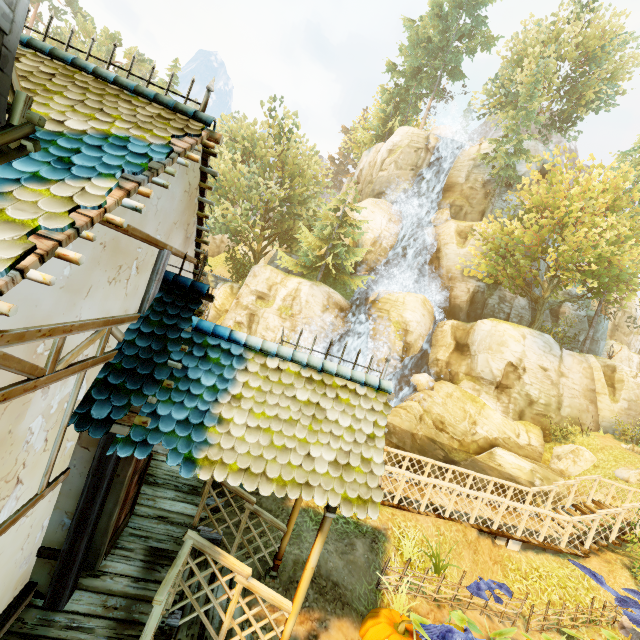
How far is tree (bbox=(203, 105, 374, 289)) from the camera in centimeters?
2778cm

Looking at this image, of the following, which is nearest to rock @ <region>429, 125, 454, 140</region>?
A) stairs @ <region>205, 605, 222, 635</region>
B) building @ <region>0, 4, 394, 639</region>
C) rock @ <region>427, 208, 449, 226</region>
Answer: rock @ <region>427, 208, 449, 226</region>

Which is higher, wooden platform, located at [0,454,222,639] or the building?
the building

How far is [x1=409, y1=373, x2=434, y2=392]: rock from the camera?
25.22m

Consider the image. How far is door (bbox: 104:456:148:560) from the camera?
4.7 meters

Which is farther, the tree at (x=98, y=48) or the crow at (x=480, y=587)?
the tree at (x=98, y=48)

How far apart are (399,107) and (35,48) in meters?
45.5

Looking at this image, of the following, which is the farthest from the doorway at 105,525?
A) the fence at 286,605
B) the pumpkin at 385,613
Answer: the pumpkin at 385,613
